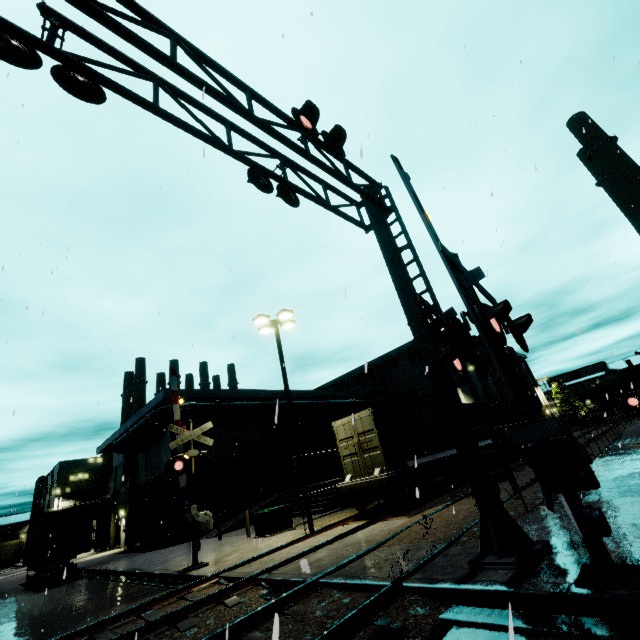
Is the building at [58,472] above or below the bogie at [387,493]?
above

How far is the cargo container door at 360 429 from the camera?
13.7m

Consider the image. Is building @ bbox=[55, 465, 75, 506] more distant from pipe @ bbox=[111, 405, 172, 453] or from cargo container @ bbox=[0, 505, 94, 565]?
cargo container @ bbox=[0, 505, 94, 565]

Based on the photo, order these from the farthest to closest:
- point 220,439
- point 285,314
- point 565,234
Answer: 1. point 220,439
2. point 285,314
3. point 565,234

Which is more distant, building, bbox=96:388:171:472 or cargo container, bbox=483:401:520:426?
building, bbox=96:388:171:472

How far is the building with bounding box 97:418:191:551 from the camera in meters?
22.5

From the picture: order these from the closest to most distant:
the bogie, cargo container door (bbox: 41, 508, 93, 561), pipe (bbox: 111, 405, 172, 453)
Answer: the bogie < cargo container door (bbox: 41, 508, 93, 561) < pipe (bbox: 111, 405, 172, 453)
